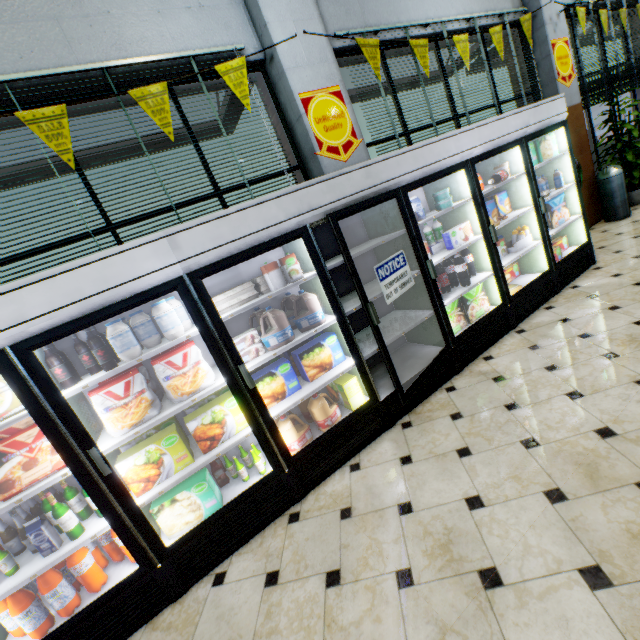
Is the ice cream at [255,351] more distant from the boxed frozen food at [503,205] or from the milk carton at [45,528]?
the boxed frozen food at [503,205]

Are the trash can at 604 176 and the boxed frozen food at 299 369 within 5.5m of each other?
no

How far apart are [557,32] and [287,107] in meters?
5.5

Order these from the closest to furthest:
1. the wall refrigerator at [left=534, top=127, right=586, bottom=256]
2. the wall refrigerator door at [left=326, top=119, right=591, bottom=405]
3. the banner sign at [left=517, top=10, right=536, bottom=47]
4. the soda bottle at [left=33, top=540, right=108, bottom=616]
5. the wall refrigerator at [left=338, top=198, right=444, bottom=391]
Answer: the soda bottle at [left=33, top=540, right=108, bottom=616] → the wall refrigerator door at [left=326, top=119, right=591, bottom=405] → the wall refrigerator at [left=338, top=198, right=444, bottom=391] → the wall refrigerator at [left=534, top=127, right=586, bottom=256] → the banner sign at [left=517, top=10, right=536, bottom=47]

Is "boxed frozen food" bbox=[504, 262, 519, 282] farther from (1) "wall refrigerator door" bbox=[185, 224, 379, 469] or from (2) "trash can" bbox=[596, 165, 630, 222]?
(2) "trash can" bbox=[596, 165, 630, 222]

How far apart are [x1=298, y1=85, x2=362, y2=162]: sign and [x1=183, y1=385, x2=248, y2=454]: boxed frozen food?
2.7m

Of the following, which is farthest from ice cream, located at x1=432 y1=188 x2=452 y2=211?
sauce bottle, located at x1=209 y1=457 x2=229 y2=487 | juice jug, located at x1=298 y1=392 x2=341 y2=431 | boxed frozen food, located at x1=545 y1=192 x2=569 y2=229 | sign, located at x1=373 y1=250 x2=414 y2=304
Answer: sauce bottle, located at x1=209 y1=457 x2=229 y2=487

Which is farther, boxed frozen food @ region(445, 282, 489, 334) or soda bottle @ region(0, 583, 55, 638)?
boxed frozen food @ region(445, 282, 489, 334)
